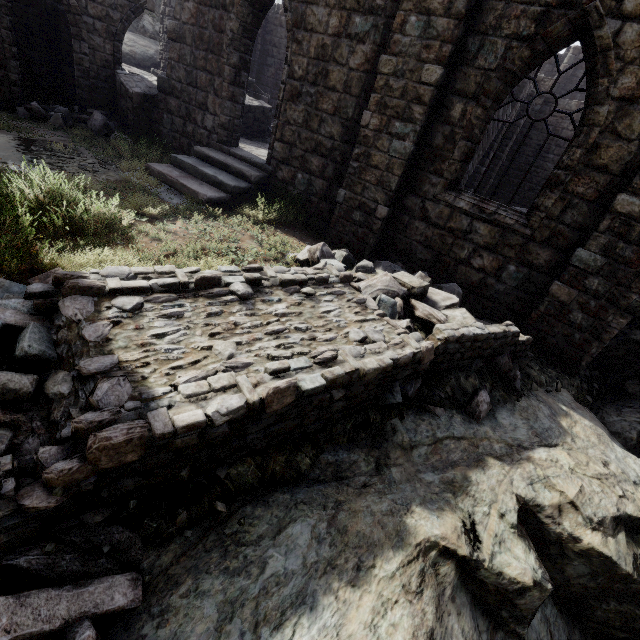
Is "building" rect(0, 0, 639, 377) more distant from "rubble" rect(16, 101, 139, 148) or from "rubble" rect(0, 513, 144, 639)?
"rubble" rect(0, 513, 144, 639)

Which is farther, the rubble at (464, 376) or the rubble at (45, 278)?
the rubble at (464, 376)

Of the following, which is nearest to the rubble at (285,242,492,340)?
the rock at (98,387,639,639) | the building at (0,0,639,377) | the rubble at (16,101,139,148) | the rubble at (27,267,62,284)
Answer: the rock at (98,387,639,639)

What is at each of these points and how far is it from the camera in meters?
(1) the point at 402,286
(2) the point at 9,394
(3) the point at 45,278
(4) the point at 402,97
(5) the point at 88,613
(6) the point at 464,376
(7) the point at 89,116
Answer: (1) rubble, 5.6
(2) rubble, 2.2
(3) rubble, 3.7
(4) building, 6.5
(5) rubble, 1.8
(6) rubble, 4.7
(7) rubble, 10.7

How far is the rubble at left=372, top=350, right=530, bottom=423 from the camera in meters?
4.2 m
